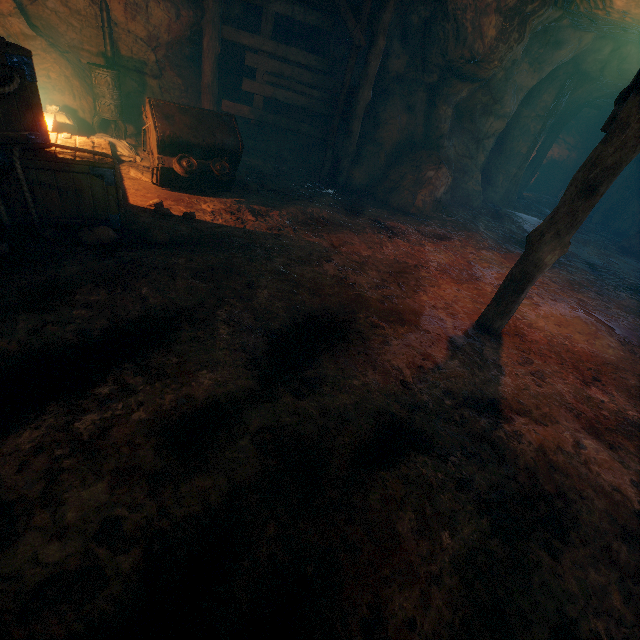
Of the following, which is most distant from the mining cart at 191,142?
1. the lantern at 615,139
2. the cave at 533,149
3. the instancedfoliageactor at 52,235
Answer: the cave at 533,149

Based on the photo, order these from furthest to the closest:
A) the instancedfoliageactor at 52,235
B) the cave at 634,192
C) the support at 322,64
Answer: the cave at 634,192, the support at 322,64, the instancedfoliageactor at 52,235

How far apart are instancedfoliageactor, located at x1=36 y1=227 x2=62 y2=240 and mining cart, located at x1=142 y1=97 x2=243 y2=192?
2.0 meters

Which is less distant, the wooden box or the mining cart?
the wooden box

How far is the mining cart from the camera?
5.28m

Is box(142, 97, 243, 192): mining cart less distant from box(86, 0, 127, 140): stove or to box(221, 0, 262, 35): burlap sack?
box(221, 0, 262, 35): burlap sack

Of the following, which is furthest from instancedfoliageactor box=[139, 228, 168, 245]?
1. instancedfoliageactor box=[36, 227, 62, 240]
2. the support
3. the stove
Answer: the support

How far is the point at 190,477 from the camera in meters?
2.1
